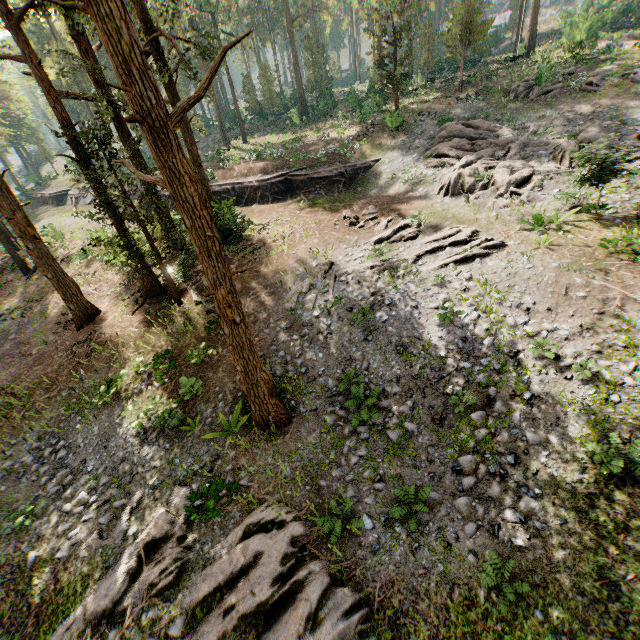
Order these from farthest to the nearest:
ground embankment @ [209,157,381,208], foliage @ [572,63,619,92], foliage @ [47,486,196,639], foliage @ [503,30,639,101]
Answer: ground embankment @ [209,157,381,208], foliage @ [503,30,639,101], foliage @ [572,63,619,92], foliage @ [47,486,196,639]

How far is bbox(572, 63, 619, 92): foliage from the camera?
22.8 meters

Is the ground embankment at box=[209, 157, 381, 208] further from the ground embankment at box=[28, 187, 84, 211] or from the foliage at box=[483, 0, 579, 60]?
the ground embankment at box=[28, 187, 84, 211]

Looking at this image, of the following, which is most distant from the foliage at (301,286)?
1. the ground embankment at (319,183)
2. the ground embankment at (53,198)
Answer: the ground embankment at (53,198)

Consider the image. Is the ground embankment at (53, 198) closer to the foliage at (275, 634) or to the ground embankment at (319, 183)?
the foliage at (275, 634)

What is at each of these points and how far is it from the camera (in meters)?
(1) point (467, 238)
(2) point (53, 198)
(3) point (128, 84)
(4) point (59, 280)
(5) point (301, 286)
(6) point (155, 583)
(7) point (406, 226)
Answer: (1) foliage, 15.53
(2) ground embankment, 42.25
(3) foliage, 6.29
(4) foliage, 16.95
(5) foliage, 16.44
(6) foliage, 8.84
(7) foliage, 17.78

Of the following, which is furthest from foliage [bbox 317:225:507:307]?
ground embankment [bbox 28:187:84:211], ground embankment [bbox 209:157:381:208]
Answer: ground embankment [bbox 28:187:84:211]
